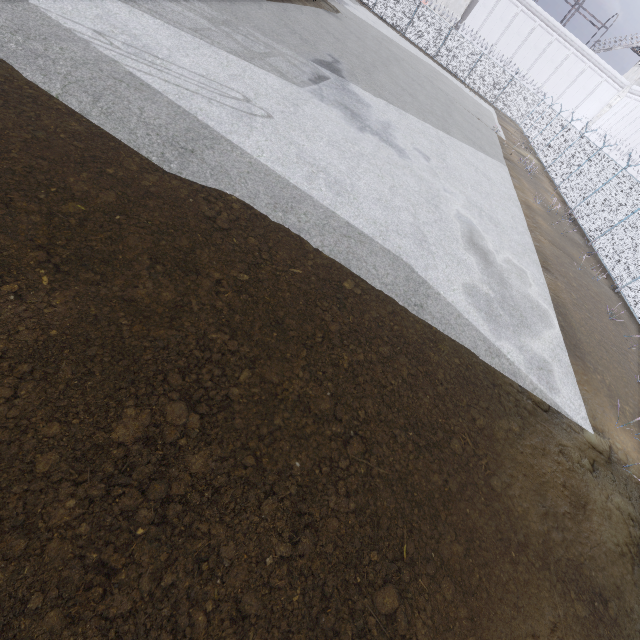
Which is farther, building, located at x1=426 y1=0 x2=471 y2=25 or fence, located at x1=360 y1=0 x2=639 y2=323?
building, located at x1=426 y1=0 x2=471 y2=25

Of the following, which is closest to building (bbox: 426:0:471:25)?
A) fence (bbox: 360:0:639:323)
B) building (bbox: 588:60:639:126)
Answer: fence (bbox: 360:0:639:323)

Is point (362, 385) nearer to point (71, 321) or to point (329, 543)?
point (329, 543)

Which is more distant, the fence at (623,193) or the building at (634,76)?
the building at (634,76)

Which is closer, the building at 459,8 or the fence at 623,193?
the fence at 623,193

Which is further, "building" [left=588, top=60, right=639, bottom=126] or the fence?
"building" [left=588, top=60, right=639, bottom=126]
